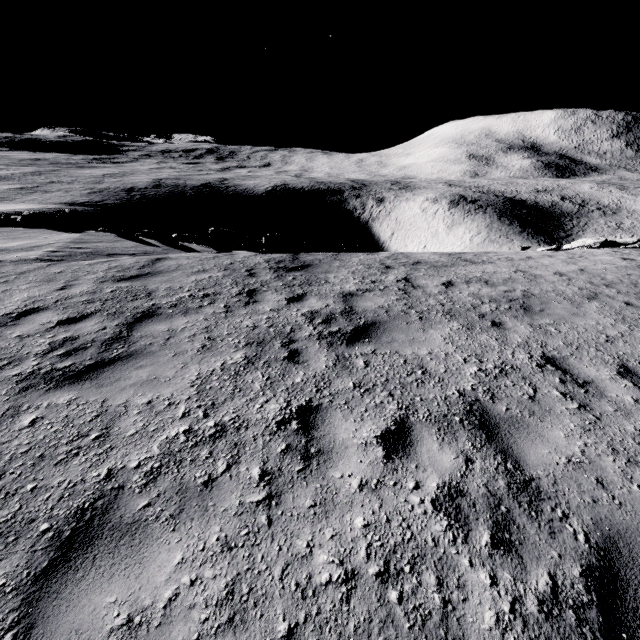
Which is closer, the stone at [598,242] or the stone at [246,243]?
the stone at [246,243]

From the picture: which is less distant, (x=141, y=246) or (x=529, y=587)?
(x=529, y=587)

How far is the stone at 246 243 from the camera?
13.41m

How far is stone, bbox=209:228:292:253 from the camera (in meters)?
13.41

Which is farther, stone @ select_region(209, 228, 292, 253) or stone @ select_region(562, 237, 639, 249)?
stone @ select_region(562, 237, 639, 249)
